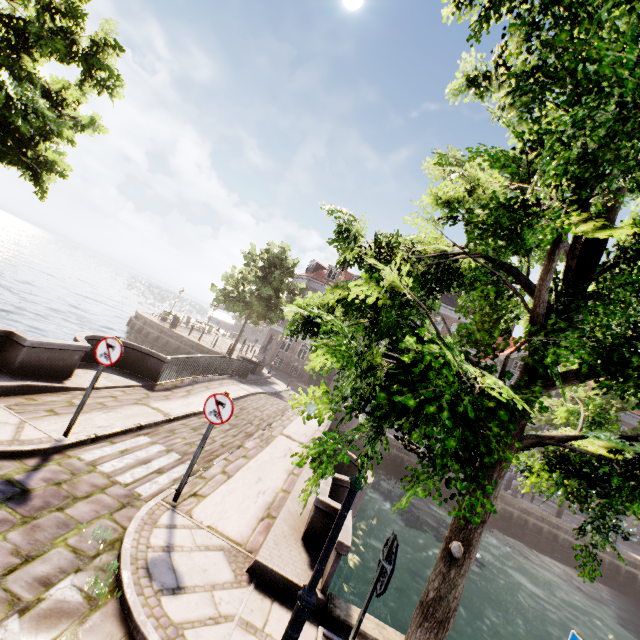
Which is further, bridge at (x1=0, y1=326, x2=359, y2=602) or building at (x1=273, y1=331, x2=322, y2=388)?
building at (x1=273, y1=331, x2=322, y2=388)

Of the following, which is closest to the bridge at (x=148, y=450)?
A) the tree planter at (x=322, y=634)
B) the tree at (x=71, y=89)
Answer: the tree planter at (x=322, y=634)

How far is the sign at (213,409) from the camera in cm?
551

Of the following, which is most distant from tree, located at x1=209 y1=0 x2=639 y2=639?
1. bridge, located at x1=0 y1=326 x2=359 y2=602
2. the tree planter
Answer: bridge, located at x1=0 y1=326 x2=359 y2=602

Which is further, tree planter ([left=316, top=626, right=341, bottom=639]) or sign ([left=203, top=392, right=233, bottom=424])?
sign ([left=203, top=392, right=233, bottom=424])

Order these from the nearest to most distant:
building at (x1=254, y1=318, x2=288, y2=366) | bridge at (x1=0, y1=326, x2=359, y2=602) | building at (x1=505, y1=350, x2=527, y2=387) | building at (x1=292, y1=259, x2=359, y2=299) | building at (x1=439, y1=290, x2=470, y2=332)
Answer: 1. bridge at (x1=0, y1=326, x2=359, y2=602)
2. building at (x1=505, y1=350, x2=527, y2=387)
3. building at (x1=439, y1=290, x2=470, y2=332)
4. building at (x1=254, y1=318, x2=288, y2=366)
5. building at (x1=292, y1=259, x2=359, y2=299)

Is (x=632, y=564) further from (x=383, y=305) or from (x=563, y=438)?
(x=383, y=305)

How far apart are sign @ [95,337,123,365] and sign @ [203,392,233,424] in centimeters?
188cm
